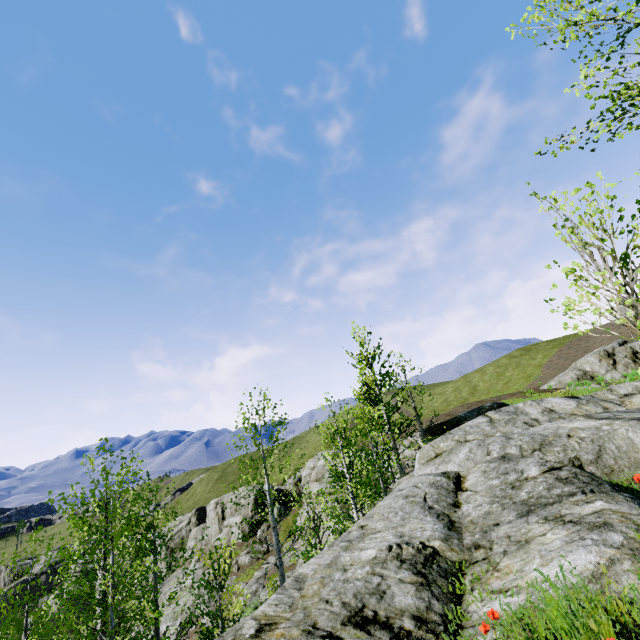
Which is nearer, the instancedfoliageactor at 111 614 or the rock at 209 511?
the instancedfoliageactor at 111 614

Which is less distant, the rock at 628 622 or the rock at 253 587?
the rock at 628 622

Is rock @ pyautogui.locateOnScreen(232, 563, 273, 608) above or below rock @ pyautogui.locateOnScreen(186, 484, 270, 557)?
below

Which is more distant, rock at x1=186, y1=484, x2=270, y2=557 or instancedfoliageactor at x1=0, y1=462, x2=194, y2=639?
rock at x1=186, y1=484, x2=270, y2=557

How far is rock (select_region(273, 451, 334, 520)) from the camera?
22.10m

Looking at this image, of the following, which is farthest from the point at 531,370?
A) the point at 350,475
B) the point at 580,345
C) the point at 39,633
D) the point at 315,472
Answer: the point at 39,633

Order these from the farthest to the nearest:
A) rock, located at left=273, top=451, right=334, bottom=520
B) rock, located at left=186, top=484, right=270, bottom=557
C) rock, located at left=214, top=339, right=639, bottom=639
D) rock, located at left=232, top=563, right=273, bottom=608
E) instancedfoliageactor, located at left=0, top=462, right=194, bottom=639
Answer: rock, located at left=186, top=484, right=270, bottom=557, rock, located at left=232, top=563, right=273, bottom=608, rock, located at left=273, top=451, right=334, bottom=520, instancedfoliageactor, located at left=0, top=462, right=194, bottom=639, rock, located at left=214, top=339, right=639, bottom=639
